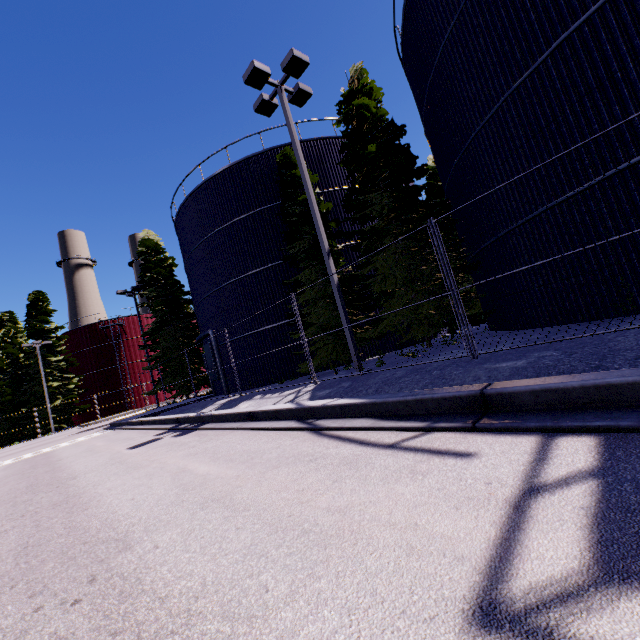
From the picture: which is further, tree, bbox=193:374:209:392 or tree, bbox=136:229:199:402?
tree, bbox=193:374:209:392

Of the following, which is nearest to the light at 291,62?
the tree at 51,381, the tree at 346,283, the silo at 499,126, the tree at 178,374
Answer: the silo at 499,126

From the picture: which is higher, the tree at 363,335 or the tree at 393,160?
the tree at 393,160

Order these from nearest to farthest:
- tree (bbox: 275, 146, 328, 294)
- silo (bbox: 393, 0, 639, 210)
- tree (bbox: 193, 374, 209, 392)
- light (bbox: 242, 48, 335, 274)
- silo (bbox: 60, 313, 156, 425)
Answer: silo (bbox: 393, 0, 639, 210) → light (bbox: 242, 48, 335, 274) → tree (bbox: 275, 146, 328, 294) → tree (bbox: 193, 374, 209, 392) → silo (bbox: 60, 313, 156, 425)

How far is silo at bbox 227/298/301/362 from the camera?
16.62m

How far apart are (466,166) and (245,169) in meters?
11.7

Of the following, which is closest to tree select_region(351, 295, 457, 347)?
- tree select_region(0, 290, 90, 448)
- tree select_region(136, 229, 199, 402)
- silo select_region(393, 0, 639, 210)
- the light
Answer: silo select_region(393, 0, 639, 210)

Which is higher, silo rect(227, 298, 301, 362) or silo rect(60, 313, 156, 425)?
silo rect(60, 313, 156, 425)
